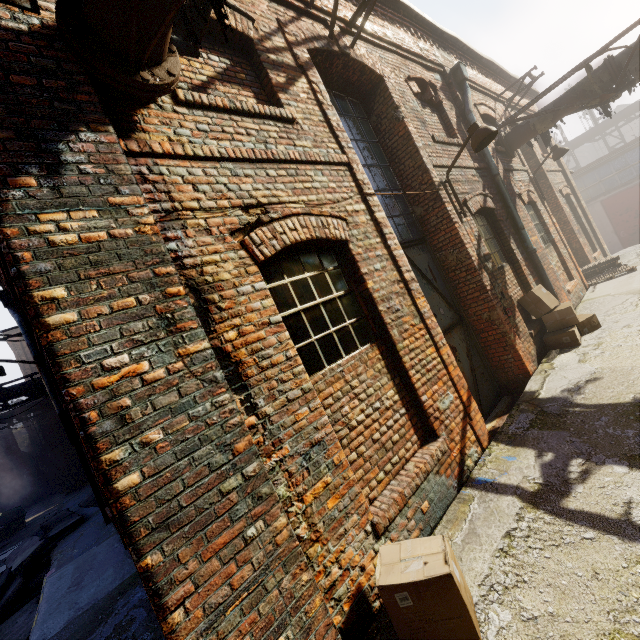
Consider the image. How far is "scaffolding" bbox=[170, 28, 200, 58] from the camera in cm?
286

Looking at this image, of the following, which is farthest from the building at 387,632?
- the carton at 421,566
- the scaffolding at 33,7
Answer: the scaffolding at 33,7

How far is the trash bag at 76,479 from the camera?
17.44m

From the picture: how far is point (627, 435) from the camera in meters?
3.3

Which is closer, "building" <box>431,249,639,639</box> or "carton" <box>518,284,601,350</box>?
"building" <box>431,249,639,639</box>

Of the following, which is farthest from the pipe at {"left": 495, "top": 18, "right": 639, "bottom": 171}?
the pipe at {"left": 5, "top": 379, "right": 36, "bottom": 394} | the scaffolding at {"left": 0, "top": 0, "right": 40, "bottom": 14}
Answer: the pipe at {"left": 5, "top": 379, "right": 36, "bottom": 394}

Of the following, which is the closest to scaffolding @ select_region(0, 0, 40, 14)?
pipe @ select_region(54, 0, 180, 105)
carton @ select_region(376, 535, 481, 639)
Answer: pipe @ select_region(54, 0, 180, 105)

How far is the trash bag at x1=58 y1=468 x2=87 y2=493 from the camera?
17.4 meters
